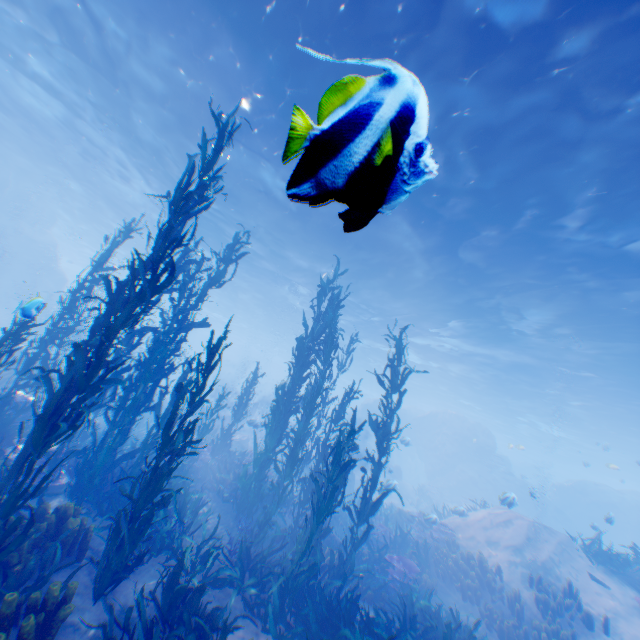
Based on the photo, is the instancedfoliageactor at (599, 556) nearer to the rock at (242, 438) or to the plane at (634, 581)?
the plane at (634, 581)

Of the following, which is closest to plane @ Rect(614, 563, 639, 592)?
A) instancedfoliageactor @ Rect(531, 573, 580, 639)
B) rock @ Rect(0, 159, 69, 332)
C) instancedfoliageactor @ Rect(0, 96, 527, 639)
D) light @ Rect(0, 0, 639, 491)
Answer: rock @ Rect(0, 159, 69, 332)

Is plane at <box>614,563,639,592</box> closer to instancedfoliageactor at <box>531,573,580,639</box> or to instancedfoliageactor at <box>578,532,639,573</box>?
instancedfoliageactor at <box>578,532,639,573</box>

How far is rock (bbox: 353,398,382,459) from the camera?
33.7m

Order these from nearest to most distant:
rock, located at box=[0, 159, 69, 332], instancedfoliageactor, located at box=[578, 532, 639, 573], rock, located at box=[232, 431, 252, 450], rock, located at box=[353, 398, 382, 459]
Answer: instancedfoliageactor, located at box=[578, 532, 639, 573], rock, located at box=[232, 431, 252, 450], rock, located at box=[0, 159, 69, 332], rock, located at box=[353, 398, 382, 459]

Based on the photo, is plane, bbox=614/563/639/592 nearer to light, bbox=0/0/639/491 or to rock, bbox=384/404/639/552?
rock, bbox=384/404/639/552

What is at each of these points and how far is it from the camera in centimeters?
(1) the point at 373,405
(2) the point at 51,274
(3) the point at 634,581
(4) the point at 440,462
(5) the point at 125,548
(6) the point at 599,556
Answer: (1) rock, 3600cm
(2) rock, 2853cm
(3) plane, 1126cm
(4) rock, 3145cm
(5) instancedfoliageactor, 496cm
(6) instancedfoliageactor, 1153cm

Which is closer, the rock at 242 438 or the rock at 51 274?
the rock at 242 438
